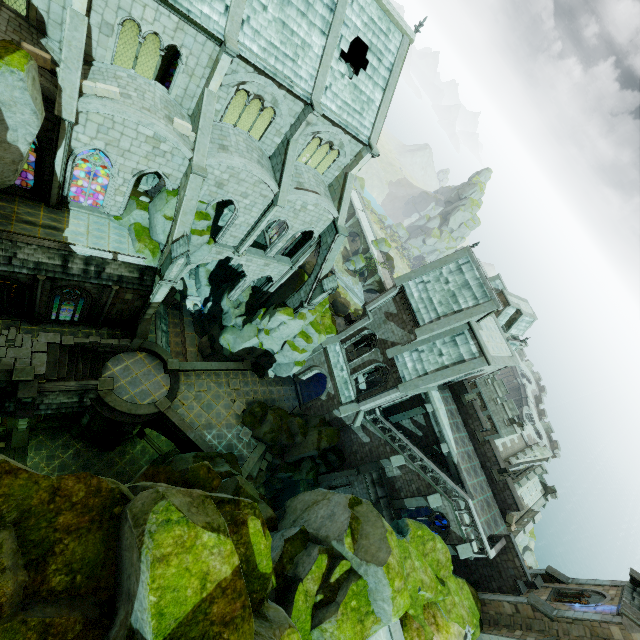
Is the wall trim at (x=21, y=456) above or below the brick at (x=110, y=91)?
below

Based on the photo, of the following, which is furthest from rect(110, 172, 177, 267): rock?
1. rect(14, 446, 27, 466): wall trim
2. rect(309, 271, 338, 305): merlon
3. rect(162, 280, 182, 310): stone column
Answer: rect(14, 446, 27, 466): wall trim

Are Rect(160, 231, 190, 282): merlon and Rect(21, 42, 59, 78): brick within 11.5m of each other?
yes

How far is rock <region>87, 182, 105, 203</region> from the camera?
29.0 meters

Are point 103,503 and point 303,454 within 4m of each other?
no

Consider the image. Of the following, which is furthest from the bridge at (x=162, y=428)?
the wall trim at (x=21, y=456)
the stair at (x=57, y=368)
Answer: the wall trim at (x=21, y=456)

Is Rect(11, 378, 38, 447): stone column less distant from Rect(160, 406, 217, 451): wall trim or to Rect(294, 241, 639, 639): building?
Rect(160, 406, 217, 451): wall trim

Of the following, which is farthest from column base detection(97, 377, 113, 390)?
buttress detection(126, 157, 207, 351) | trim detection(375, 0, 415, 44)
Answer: trim detection(375, 0, 415, 44)
